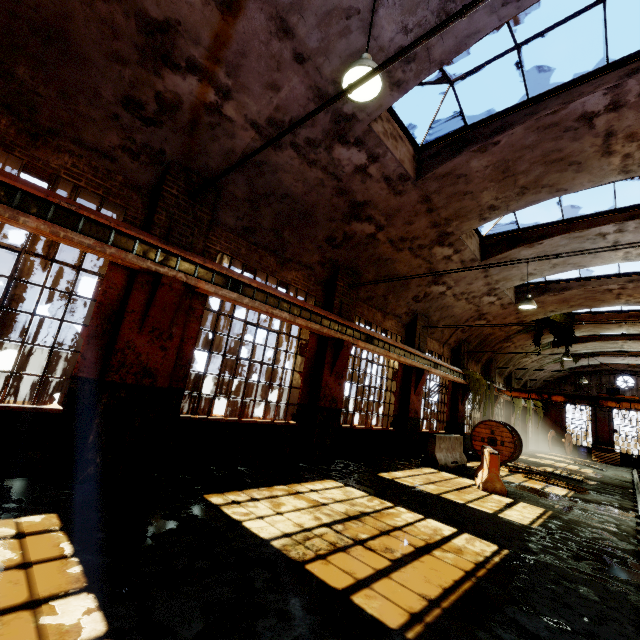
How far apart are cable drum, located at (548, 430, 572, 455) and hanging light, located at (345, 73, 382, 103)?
33.20m

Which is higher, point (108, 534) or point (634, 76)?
point (634, 76)

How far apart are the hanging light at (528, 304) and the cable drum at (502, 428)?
5.97m

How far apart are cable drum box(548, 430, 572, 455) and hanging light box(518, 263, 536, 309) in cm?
2338

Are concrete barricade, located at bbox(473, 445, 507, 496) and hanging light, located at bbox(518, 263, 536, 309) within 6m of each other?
yes

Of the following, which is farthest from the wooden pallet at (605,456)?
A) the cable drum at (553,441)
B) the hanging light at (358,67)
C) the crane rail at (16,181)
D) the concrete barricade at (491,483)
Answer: the hanging light at (358,67)

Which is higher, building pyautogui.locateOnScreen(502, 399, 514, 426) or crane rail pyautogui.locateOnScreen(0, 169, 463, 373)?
Result: crane rail pyautogui.locateOnScreen(0, 169, 463, 373)

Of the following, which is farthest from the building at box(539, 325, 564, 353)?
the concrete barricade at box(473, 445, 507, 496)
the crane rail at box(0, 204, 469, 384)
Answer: the concrete barricade at box(473, 445, 507, 496)
